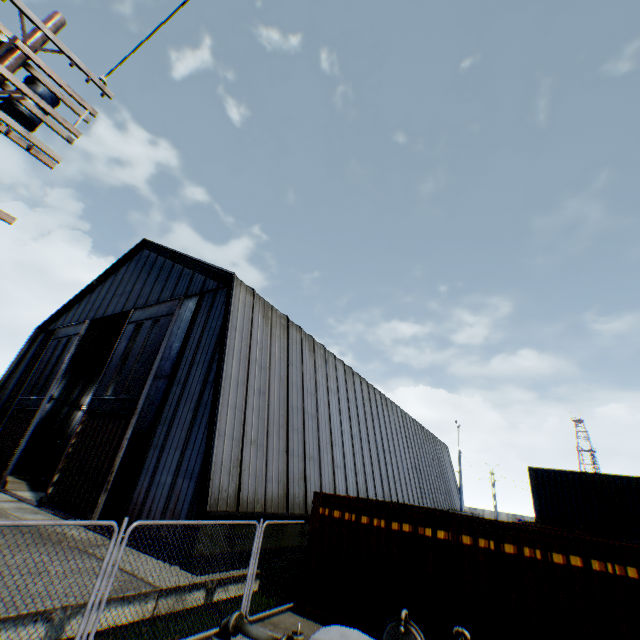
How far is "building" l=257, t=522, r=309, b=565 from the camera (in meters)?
11.68

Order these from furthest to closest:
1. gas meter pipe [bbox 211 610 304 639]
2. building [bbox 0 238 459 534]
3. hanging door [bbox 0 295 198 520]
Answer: hanging door [bbox 0 295 198 520]
building [bbox 0 238 459 534]
gas meter pipe [bbox 211 610 304 639]

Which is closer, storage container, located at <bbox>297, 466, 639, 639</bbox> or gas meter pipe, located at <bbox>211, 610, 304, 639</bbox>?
gas meter pipe, located at <bbox>211, 610, 304, 639</bbox>

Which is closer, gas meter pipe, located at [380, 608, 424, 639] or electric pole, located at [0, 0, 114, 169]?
gas meter pipe, located at [380, 608, 424, 639]

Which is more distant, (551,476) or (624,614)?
(551,476)

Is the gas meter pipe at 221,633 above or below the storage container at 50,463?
below

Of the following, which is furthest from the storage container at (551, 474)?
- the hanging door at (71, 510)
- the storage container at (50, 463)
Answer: the storage container at (50, 463)

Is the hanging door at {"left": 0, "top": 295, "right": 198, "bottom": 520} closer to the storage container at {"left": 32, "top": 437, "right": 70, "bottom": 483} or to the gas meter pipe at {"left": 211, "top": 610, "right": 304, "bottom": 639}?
the storage container at {"left": 32, "top": 437, "right": 70, "bottom": 483}
